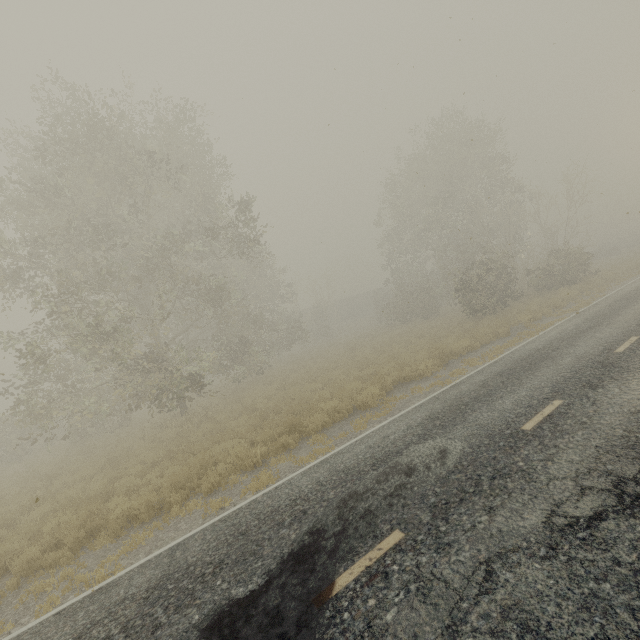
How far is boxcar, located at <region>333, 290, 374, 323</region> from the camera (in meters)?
53.16

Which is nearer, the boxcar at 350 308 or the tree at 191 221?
the tree at 191 221

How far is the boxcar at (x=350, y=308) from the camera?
53.2 meters

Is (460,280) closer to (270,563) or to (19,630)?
(270,563)

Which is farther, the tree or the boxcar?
the boxcar
